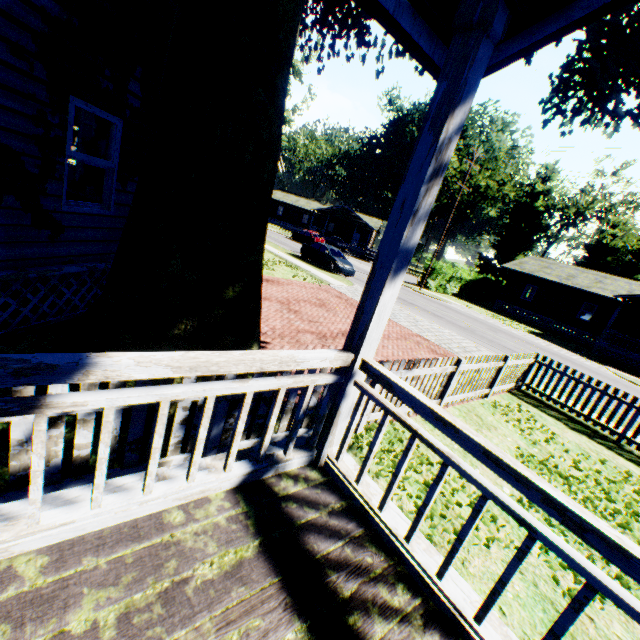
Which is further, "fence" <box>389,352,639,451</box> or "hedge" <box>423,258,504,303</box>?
"hedge" <box>423,258,504,303</box>

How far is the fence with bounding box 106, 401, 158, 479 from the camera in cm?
282

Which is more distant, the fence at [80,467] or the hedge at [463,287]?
the hedge at [463,287]

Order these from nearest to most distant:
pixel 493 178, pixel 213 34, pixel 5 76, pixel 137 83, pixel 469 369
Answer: pixel 213 34 < pixel 5 76 < pixel 137 83 < pixel 469 369 < pixel 493 178

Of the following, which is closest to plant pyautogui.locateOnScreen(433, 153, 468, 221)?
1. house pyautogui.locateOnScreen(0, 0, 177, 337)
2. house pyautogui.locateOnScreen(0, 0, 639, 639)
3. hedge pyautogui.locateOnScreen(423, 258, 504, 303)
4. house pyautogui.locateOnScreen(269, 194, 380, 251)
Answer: house pyautogui.locateOnScreen(0, 0, 639, 639)

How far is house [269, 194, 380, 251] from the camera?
52.41m

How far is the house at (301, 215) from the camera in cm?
5241
